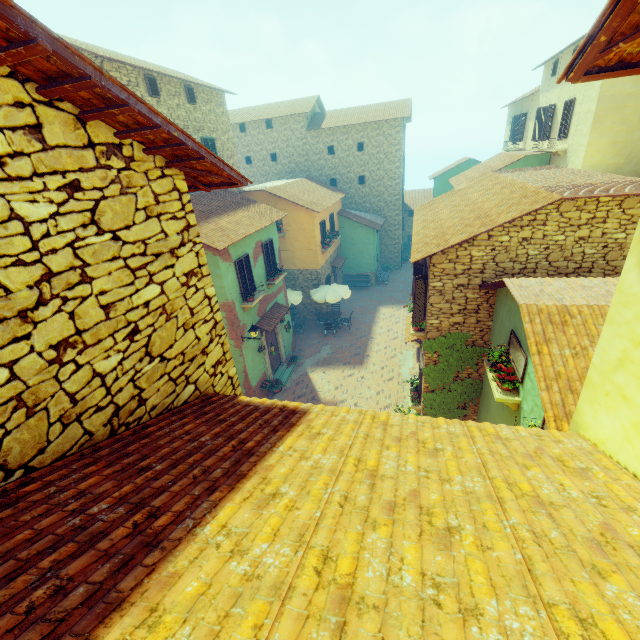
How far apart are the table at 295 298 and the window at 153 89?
10.61m

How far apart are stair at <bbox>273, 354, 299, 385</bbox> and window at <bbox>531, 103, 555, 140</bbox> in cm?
1723

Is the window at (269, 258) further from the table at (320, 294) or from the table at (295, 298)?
the table at (295, 298)

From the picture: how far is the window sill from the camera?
6.92m

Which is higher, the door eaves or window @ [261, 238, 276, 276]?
window @ [261, 238, 276, 276]

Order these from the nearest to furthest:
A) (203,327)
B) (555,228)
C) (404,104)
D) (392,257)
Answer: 1. (203,327)
2. (555,228)
3. (404,104)
4. (392,257)

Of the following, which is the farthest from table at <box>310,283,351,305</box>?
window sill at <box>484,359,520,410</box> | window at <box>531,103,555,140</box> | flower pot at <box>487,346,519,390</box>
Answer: window at <box>531,103,555,140</box>

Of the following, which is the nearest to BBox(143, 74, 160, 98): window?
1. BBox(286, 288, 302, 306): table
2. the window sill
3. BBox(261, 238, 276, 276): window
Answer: BBox(261, 238, 276, 276): window
